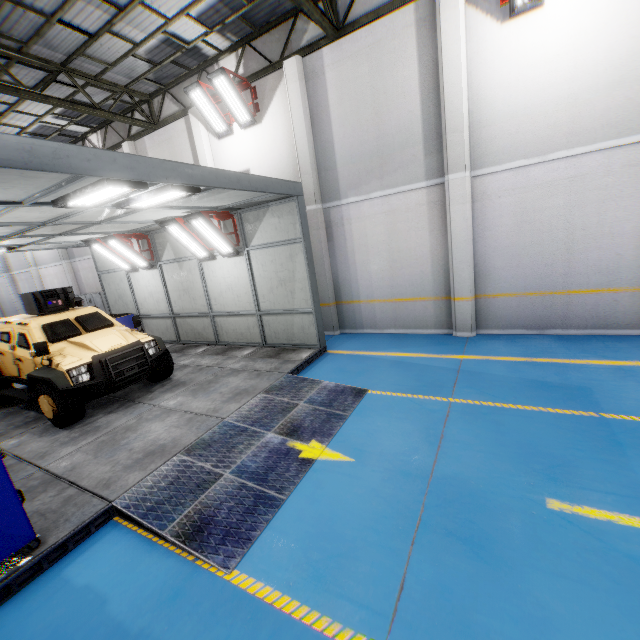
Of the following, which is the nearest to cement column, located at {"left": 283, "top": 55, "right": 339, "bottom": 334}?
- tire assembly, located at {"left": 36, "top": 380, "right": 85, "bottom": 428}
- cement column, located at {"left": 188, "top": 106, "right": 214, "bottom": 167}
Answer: cement column, located at {"left": 188, "top": 106, "right": 214, "bottom": 167}

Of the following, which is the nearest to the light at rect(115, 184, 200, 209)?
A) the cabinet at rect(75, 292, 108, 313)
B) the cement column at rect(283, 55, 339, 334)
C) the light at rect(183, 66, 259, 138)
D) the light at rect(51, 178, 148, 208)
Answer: the light at rect(51, 178, 148, 208)

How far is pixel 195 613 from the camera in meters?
2.8

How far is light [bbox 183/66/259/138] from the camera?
9.1 meters

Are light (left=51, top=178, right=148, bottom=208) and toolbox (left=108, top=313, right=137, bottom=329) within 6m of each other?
no

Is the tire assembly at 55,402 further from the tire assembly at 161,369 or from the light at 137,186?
the light at 137,186

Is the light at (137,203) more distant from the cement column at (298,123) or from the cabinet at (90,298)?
the cabinet at (90,298)

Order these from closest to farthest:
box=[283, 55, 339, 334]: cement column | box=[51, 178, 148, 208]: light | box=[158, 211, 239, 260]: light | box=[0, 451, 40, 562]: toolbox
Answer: box=[0, 451, 40, 562]: toolbox → box=[51, 178, 148, 208]: light → box=[158, 211, 239, 260]: light → box=[283, 55, 339, 334]: cement column
